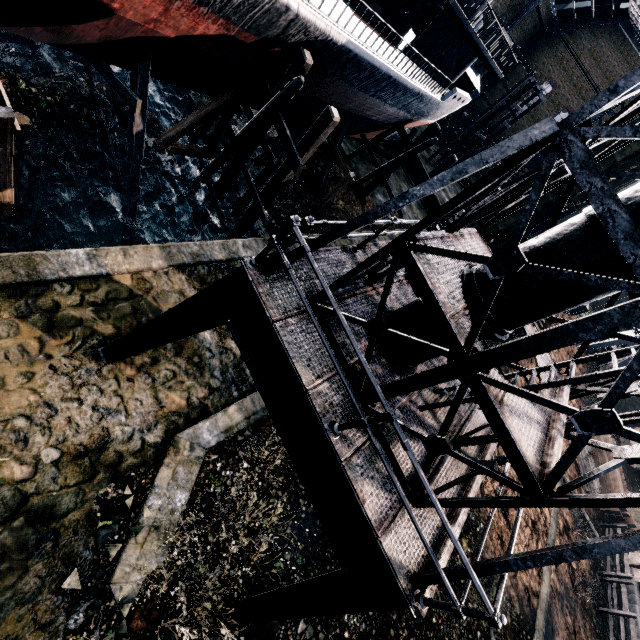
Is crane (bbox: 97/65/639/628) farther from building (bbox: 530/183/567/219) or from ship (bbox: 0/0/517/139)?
building (bbox: 530/183/567/219)

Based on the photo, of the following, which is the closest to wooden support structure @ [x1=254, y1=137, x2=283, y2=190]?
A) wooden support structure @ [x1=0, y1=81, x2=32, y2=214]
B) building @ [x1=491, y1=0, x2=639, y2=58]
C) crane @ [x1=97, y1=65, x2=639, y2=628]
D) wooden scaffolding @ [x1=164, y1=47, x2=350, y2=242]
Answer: wooden scaffolding @ [x1=164, y1=47, x2=350, y2=242]

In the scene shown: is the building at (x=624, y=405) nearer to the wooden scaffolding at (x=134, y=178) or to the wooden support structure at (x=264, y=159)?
the wooden support structure at (x=264, y=159)

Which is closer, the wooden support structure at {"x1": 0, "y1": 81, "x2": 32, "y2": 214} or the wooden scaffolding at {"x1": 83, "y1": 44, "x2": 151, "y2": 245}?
the wooden support structure at {"x1": 0, "y1": 81, "x2": 32, "y2": 214}

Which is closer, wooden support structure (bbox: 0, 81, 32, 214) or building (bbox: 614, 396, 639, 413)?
wooden support structure (bbox: 0, 81, 32, 214)

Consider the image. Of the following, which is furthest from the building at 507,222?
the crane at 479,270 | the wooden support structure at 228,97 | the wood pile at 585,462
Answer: the crane at 479,270

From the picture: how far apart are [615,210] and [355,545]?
5.56m

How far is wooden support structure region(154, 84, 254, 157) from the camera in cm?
1470
